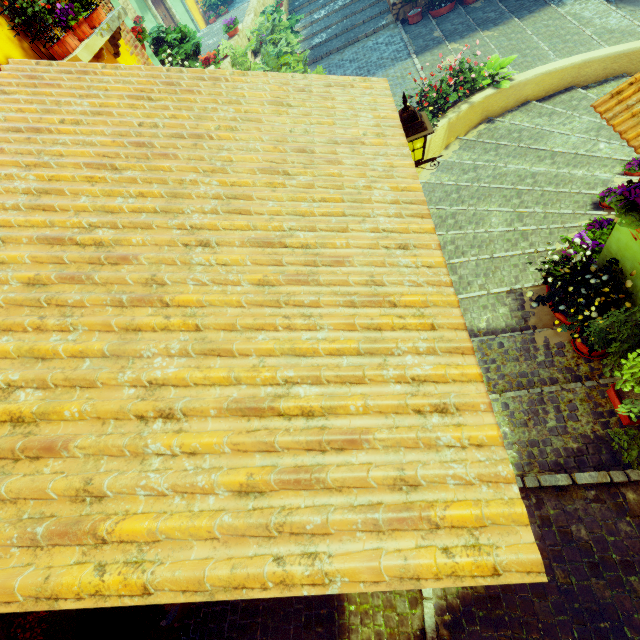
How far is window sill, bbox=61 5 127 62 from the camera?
3.3 meters

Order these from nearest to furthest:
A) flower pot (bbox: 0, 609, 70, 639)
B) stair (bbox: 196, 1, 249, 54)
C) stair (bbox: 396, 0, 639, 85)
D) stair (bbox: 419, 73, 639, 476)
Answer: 1. flower pot (bbox: 0, 609, 70, 639)
2. stair (bbox: 419, 73, 639, 476)
3. stair (bbox: 396, 0, 639, 85)
4. stair (bbox: 196, 1, 249, 54)

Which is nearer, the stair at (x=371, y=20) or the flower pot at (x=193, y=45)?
the flower pot at (x=193, y=45)

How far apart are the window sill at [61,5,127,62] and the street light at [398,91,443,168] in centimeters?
298cm

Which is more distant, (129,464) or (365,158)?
(365,158)

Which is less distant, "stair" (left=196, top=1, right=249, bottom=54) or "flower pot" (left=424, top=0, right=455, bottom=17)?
"flower pot" (left=424, top=0, right=455, bottom=17)

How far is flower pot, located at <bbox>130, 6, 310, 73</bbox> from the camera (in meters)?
6.84

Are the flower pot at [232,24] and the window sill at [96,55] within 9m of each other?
yes
